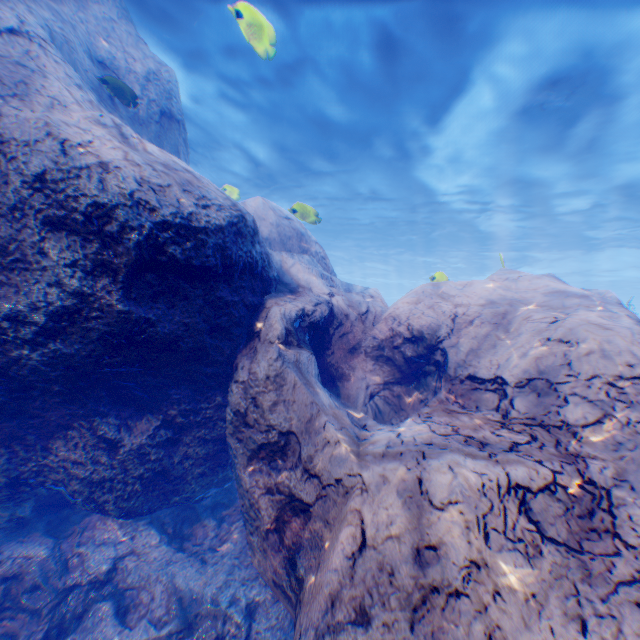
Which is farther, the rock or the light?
the light

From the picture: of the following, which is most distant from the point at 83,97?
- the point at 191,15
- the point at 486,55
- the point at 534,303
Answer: the point at 486,55

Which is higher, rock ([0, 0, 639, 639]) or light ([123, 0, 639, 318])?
light ([123, 0, 639, 318])

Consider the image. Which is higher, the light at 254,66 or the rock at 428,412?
the light at 254,66

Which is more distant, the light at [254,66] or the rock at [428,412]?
the light at [254,66]
